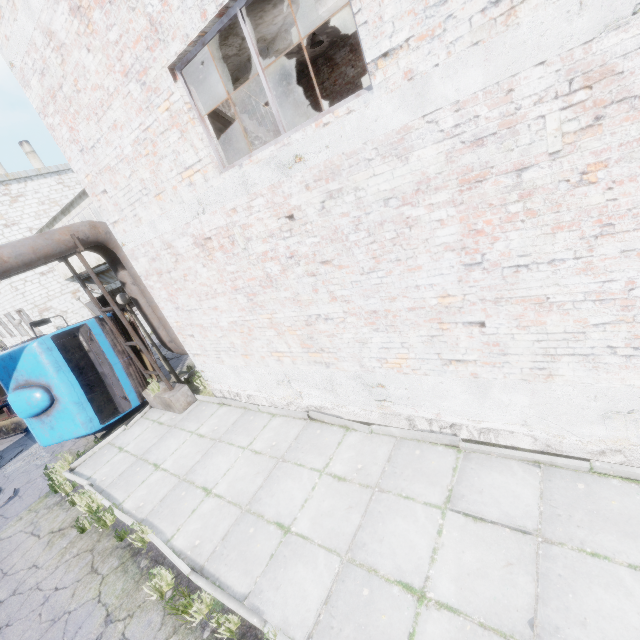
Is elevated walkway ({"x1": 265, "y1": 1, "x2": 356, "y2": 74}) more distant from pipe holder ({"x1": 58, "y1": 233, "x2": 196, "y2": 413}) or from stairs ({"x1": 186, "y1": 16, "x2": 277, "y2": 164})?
pipe holder ({"x1": 58, "y1": 233, "x2": 196, "y2": 413})

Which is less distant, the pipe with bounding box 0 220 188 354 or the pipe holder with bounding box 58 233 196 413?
the pipe with bounding box 0 220 188 354

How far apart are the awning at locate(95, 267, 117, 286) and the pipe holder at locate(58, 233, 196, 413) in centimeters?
1615cm

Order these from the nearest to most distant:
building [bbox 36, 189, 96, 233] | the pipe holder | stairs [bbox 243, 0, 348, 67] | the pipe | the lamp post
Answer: stairs [bbox 243, 0, 348, 67] < the pipe < the pipe holder < the lamp post < building [bbox 36, 189, 96, 233]

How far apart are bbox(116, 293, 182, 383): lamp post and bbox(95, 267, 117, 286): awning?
16.54m

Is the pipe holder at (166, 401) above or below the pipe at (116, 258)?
below

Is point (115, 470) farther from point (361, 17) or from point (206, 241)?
point (361, 17)

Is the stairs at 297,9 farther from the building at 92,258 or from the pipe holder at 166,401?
the pipe holder at 166,401
